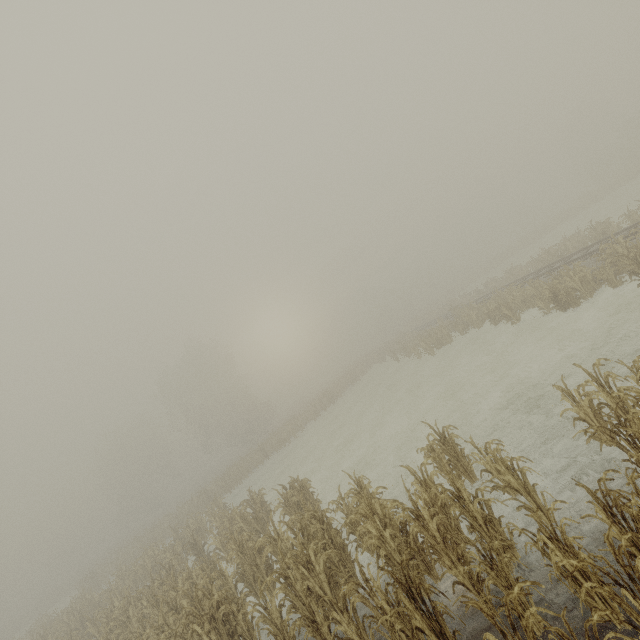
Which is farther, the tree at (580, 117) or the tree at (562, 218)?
the tree at (562, 218)

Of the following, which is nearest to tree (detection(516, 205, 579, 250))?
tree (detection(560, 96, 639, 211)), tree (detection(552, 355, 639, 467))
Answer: tree (detection(560, 96, 639, 211))

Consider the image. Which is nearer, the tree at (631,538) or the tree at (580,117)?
the tree at (631,538)

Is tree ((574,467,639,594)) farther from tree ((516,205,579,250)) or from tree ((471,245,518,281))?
tree ((471,245,518,281))

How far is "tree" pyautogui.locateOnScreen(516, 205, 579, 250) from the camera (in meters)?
44.38

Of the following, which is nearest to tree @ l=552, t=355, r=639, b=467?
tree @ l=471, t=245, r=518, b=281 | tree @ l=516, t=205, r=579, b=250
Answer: tree @ l=516, t=205, r=579, b=250

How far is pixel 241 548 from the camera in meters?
9.9

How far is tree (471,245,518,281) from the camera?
52.9 meters
